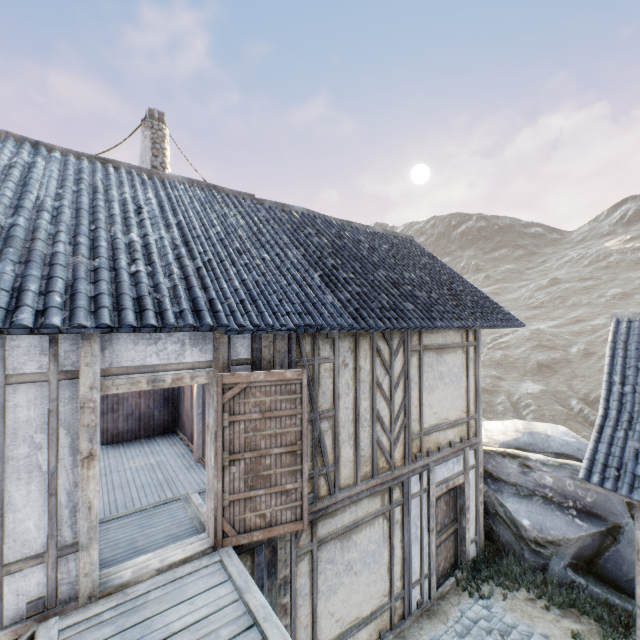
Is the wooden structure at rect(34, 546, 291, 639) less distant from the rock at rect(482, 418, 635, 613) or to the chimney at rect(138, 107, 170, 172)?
the chimney at rect(138, 107, 170, 172)

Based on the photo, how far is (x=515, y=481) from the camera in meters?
8.5 m

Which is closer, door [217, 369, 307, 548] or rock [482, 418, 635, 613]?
door [217, 369, 307, 548]

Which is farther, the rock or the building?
the rock

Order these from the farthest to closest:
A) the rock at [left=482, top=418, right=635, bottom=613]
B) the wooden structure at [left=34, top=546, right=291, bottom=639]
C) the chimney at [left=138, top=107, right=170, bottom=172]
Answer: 1. the chimney at [left=138, top=107, right=170, bottom=172]
2. the rock at [left=482, top=418, right=635, bottom=613]
3. the wooden structure at [left=34, top=546, right=291, bottom=639]

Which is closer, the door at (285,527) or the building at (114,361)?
the building at (114,361)

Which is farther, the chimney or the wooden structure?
the chimney

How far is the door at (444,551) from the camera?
7.0 meters
